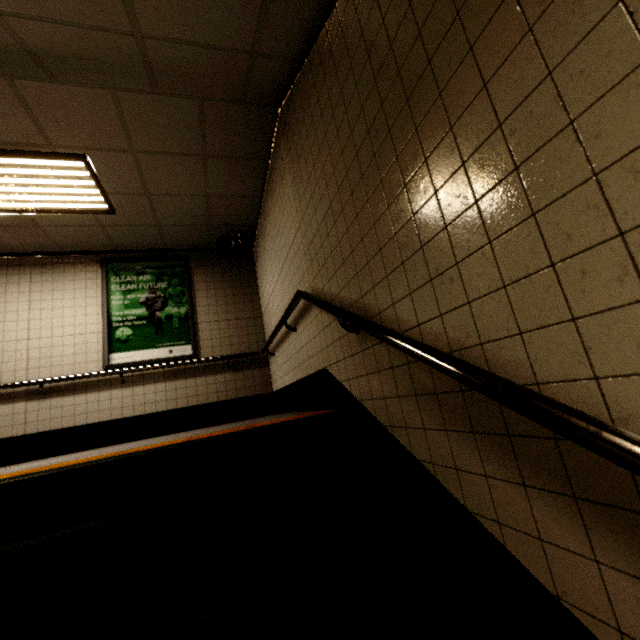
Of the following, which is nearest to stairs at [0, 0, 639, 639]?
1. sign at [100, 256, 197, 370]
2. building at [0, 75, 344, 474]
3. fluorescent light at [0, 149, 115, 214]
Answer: building at [0, 75, 344, 474]

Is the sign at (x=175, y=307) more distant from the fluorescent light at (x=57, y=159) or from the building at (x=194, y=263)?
the fluorescent light at (x=57, y=159)

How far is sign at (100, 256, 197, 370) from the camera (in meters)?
4.82

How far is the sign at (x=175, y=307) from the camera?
4.82m

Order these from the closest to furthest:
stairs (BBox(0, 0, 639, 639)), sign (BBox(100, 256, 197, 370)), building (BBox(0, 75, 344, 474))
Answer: stairs (BBox(0, 0, 639, 639)) → building (BBox(0, 75, 344, 474)) → sign (BBox(100, 256, 197, 370))

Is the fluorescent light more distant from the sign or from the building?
the sign

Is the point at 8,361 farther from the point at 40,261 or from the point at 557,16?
the point at 557,16

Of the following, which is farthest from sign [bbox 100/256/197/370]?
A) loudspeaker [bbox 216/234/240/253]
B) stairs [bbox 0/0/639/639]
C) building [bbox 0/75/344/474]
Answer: stairs [bbox 0/0/639/639]
